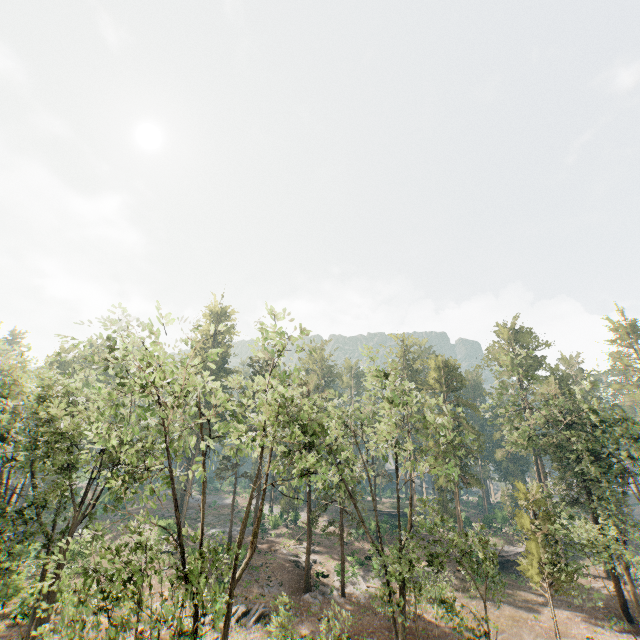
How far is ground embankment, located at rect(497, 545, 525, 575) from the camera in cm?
3966

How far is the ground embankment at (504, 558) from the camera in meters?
39.7 m

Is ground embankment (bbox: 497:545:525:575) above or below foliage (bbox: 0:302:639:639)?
below

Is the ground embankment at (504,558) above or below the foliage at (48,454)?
below

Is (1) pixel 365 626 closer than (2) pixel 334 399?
A: Yes

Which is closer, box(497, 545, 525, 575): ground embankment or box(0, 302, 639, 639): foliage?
box(0, 302, 639, 639): foliage
